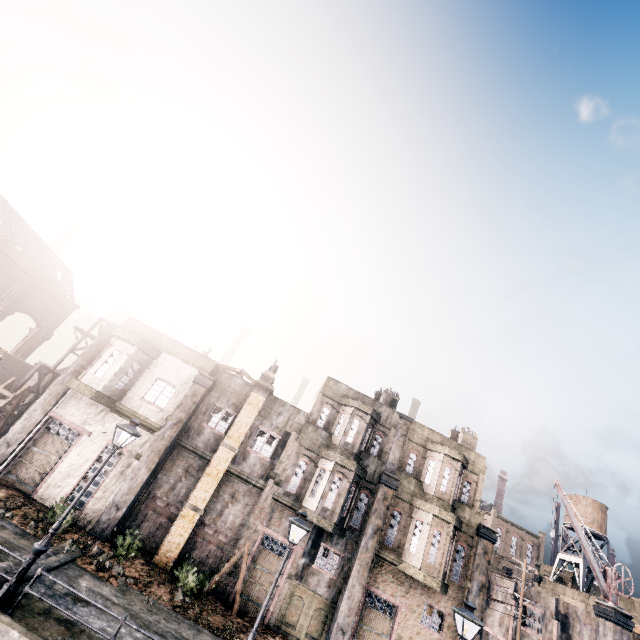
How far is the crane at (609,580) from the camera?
21.5 meters

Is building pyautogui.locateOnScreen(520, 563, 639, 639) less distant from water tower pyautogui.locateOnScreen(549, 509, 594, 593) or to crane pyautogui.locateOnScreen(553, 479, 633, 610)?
crane pyautogui.locateOnScreen(553, 479, 633, 610)

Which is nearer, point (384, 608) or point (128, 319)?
point (384, 608)

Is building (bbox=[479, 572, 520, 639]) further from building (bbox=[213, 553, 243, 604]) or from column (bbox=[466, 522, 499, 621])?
building (bbox=[213, 553, 243, 604])

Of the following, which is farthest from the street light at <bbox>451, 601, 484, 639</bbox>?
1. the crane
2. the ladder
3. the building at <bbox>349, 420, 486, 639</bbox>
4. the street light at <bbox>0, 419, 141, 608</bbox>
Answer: the ladder

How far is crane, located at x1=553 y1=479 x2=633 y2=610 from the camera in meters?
21.5 m

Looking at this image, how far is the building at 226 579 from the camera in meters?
17.1 m

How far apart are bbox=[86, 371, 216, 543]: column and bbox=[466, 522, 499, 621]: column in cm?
1905
